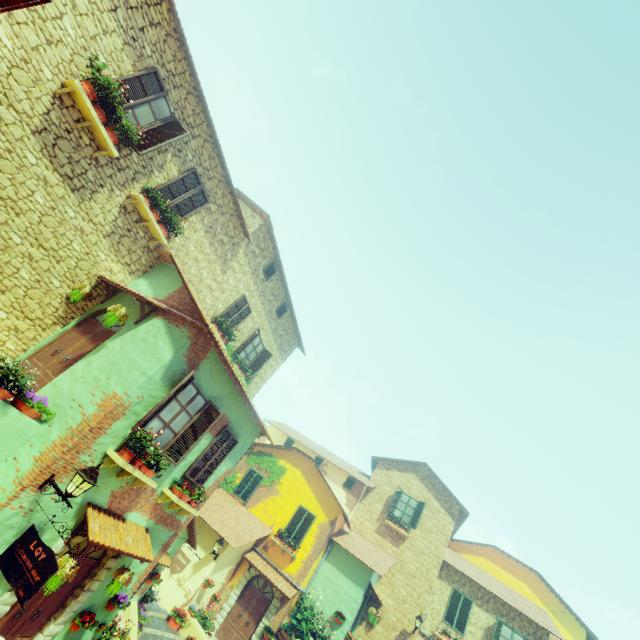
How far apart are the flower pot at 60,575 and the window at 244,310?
8.31m

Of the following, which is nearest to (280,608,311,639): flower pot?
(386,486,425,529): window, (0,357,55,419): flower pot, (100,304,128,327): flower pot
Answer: (386,486,425,529): window

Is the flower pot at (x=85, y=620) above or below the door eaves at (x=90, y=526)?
below

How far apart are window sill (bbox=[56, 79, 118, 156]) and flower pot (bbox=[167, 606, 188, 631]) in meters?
16.1 m

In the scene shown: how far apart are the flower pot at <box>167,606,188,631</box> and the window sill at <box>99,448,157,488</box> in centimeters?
909cm

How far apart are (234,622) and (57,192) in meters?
Answer: 18.4 m

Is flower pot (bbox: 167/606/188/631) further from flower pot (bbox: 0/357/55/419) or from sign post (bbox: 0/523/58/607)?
flower pot (bbox: 0/357/55/419)

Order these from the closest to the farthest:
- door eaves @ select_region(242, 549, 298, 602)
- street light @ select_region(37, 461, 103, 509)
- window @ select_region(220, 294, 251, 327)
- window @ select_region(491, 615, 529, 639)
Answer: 1. street light @ select_region(37, 461, 103, 509)
2. window @ select_region(220, 294, 251, 327)
3. door eaves @ select_region(242, 549, 298, 602)
4. window @ select_region(491, 615, 529, 639)
